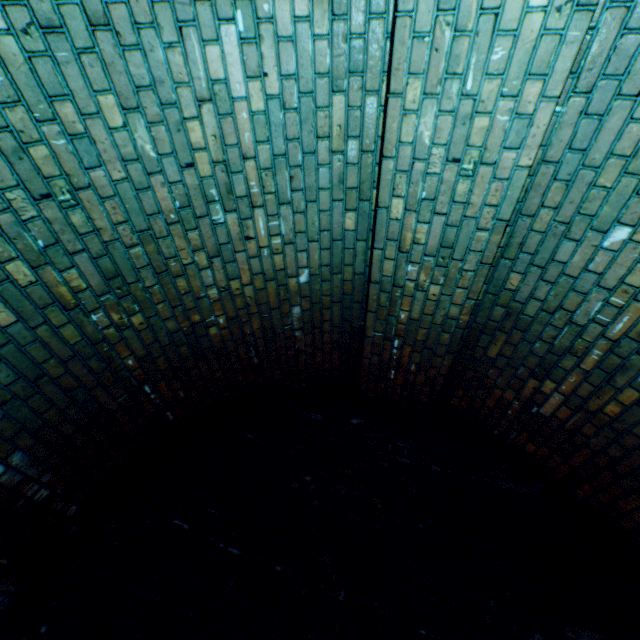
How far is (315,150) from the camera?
2.0 meters
